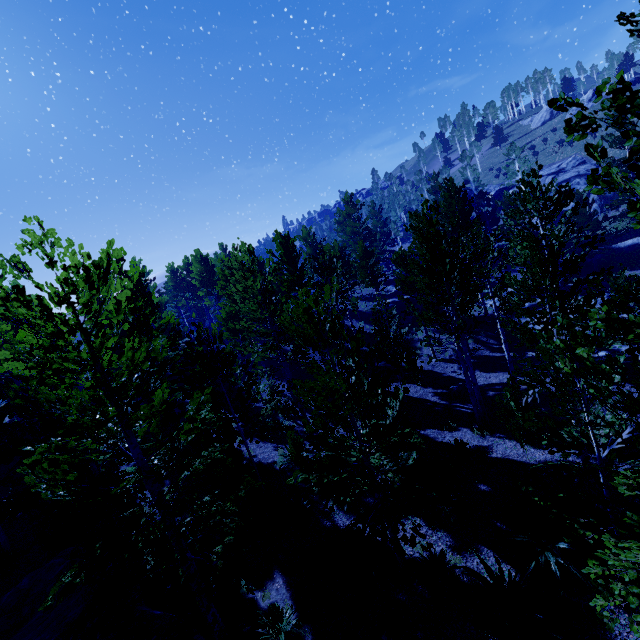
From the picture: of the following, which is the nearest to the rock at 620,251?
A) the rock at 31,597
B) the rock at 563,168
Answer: the rock at 563,168

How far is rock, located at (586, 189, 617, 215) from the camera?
37.19m

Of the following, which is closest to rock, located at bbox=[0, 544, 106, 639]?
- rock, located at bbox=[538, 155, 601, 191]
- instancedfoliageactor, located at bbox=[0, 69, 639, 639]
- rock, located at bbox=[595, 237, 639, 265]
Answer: instancedfoliageactor, located at bbox=[0, 69, 639, 639]

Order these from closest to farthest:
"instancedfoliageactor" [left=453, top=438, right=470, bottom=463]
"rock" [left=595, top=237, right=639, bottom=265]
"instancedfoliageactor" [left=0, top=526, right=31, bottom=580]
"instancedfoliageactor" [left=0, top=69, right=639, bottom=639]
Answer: "instancedfoliageactor" [left=0, top=69, right=639, bottom=639], "instancedfoliageactor" [left=0, top=526, right=31, bottom=580], "instancedfoliageactor" [left=453, top=438, right=470, bottom=463], "rock" [left=595, top=237, right=639, bottom=265]

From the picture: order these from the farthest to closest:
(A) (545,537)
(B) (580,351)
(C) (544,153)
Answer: (C) (544,153) → (A) (545,537) → (B) (580,351)

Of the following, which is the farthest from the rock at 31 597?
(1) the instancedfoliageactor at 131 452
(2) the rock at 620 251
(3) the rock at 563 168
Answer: (3) the rock at 563 168

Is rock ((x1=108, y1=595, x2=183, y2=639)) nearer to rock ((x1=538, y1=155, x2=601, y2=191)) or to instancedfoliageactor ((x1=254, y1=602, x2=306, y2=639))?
instancedfoliageactor ((x1=254, y1=602, x2=306, y2=639))
